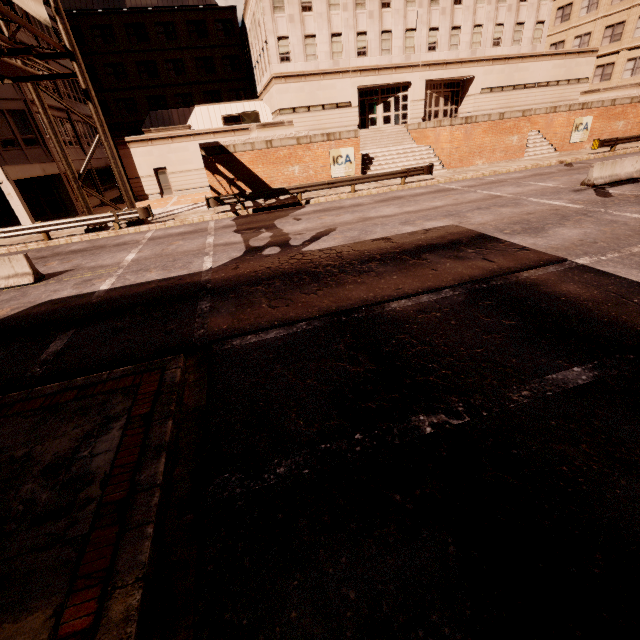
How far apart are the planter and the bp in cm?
1832

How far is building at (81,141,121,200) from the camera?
29.4 meters

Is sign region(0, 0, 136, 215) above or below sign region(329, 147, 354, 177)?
above

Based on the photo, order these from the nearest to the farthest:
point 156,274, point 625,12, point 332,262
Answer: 1. point 332,262
2. point 156,274
3. point 625,12

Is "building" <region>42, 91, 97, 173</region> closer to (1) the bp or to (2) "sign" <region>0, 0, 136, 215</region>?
(2) "sign" <region>0, 0, 136, 215</region>

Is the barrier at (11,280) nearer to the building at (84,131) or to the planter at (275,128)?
the building at (84,131)

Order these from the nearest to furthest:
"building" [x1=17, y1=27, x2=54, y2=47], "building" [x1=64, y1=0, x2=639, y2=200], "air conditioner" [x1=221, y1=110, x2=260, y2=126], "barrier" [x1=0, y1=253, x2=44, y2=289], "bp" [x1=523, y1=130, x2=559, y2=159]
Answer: "barrier" [x1=0, y1=253, x2=44, y2=289] < "building" [x1=17, y1=27, x2=54, y2=47] < "bp" [x1=523, y1=130, x2=559, y2=159] < "building" [x1=64, y1=0, x2=639, y2=200] < "air conditioner" [x1=221, y1=110, x2=260, y2=126]

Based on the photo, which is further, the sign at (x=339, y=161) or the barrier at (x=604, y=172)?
the sign at (x=339, y=161)
